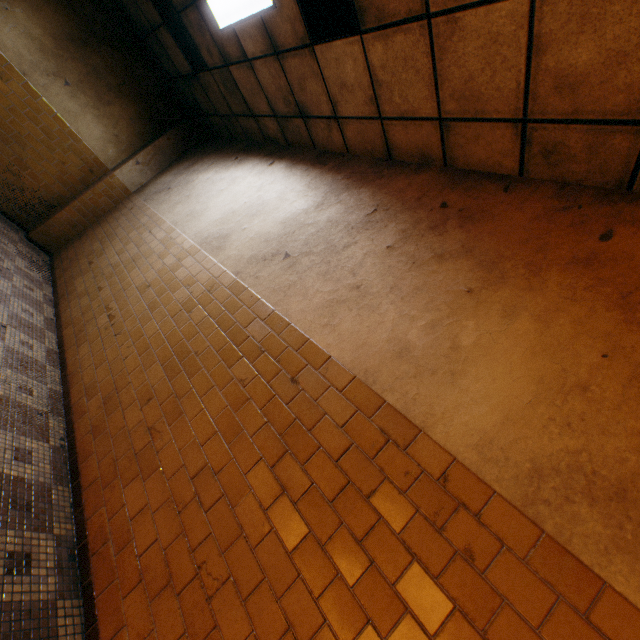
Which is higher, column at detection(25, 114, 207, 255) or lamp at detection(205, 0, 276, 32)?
lamp at detection(205, 0, 276, 32)

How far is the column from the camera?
6.1 meters

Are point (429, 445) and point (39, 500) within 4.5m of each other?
yes

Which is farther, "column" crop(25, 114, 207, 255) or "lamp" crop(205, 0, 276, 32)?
"column" crop(25, 114, 207, 255)

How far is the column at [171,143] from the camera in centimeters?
608cm

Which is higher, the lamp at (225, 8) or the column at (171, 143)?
the lamp at (225, 8)
